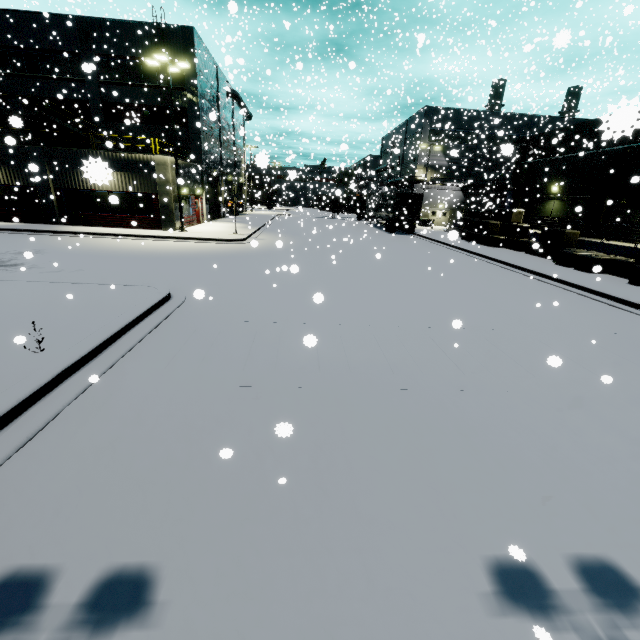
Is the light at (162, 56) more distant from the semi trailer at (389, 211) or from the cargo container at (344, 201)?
the cargo container at (344, 201)

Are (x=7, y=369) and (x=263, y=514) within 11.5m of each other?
yes

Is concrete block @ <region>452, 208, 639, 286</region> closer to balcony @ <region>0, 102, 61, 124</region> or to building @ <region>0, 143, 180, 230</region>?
building @ <region>0, 143, 180, 230</region>

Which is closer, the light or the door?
the light

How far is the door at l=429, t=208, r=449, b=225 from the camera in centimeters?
4722cm

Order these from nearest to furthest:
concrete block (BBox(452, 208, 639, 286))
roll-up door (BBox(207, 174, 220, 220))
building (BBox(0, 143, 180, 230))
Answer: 1. concrete block (BBox(452, 208, 639, 286))
2. building (BBox(0, 143, 180, 230))
3. roll-up door (BBox(207, 174, 220, 220))

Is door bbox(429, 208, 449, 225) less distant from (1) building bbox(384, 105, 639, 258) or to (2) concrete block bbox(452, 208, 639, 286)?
(1) building bbox(384, 105, 639, 258)

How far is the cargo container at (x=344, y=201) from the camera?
42.33m
